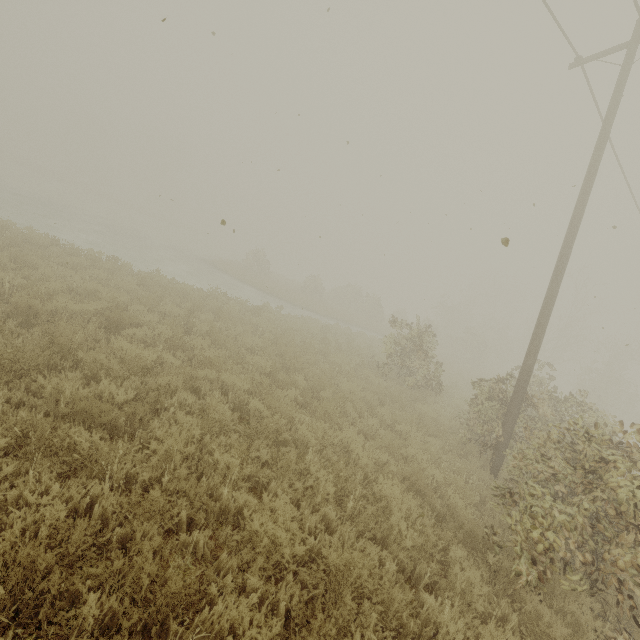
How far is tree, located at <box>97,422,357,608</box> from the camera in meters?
3.4

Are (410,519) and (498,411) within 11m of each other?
yes

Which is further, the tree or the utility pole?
the utility pole

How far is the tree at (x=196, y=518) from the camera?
3.4m

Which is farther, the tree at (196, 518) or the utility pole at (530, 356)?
the utility pole at (530, 356)

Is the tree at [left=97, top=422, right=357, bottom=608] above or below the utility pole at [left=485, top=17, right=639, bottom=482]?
below
